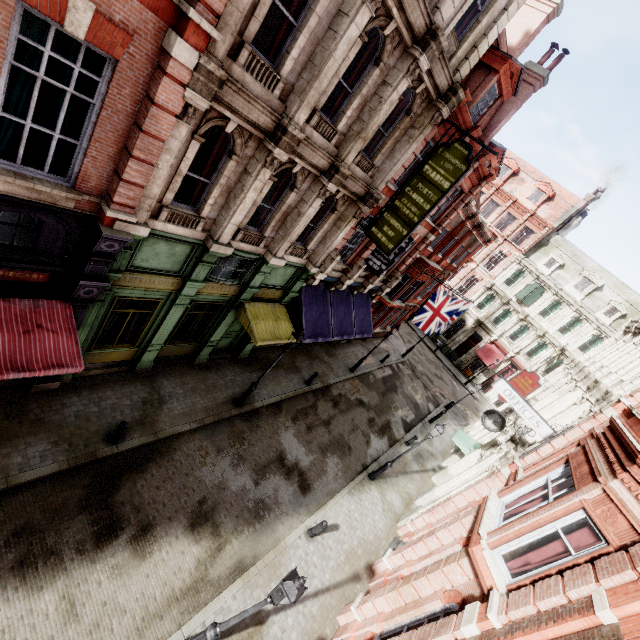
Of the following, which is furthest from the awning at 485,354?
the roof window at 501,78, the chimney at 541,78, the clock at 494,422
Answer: the roof window at 501,78

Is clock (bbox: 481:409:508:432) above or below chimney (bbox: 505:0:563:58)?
below

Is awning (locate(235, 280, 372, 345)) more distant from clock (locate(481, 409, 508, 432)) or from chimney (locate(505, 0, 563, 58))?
chimney (locate(505, 0, 563, 58))

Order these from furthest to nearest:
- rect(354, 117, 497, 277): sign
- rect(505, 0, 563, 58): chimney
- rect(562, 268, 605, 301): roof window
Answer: rect(562, 268, 605, 301): roof window < rect(505, 0, 563, 58): chimney < rect(354, 117, 497, 277): sign

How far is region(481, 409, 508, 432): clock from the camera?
14.7 meters

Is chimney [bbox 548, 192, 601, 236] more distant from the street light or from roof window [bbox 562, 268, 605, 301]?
the street light

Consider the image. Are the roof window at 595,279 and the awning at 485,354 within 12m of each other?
yes

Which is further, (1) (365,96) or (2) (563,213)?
(2) (563,213)
